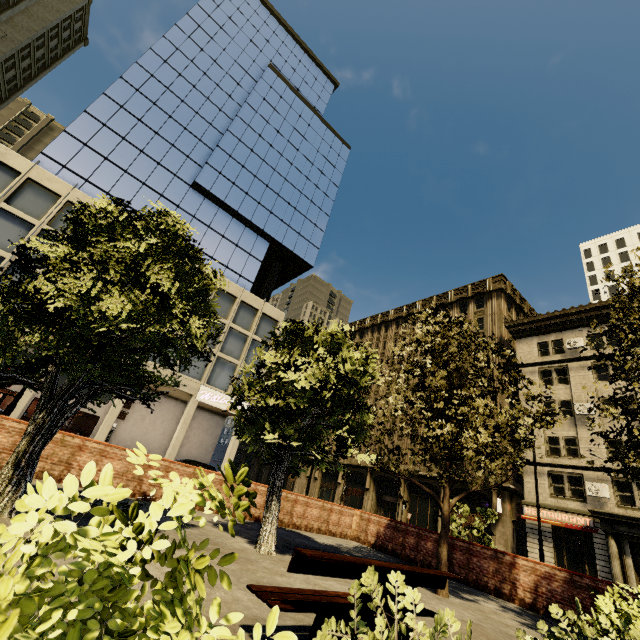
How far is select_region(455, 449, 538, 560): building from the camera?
25.4m

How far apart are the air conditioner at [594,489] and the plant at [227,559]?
31.9 meters

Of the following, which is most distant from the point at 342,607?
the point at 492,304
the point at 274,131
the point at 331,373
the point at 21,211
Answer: the point at 274,131

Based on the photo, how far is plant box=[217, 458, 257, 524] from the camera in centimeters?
104cm

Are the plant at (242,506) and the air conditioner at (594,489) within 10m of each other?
no

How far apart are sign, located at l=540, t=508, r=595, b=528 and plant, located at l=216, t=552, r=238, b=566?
31.98m

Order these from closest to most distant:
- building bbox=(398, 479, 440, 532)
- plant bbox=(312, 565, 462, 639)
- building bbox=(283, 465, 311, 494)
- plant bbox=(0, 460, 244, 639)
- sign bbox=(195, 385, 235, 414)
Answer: plant bbox=(0, 460, 244, 639) < plant bbox=(312, 565, 462, 639) < sign bbox=(195, 385, 235, 414) < building bbox=(398, 479, 440, 532) < building bbox=(283, 465, 311, 494)
